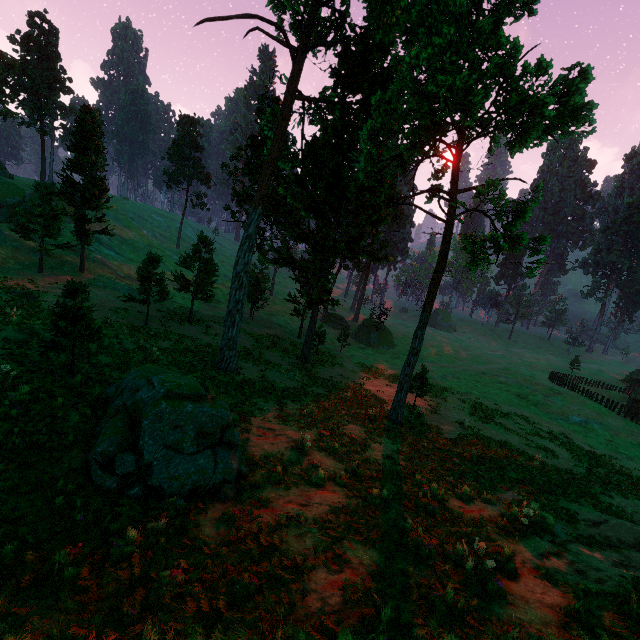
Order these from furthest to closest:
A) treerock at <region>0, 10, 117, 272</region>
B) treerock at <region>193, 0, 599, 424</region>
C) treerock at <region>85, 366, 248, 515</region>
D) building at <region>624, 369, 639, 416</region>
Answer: building at <region>624, 369, 639, 416</region> < treerock at <region>0, 10, 117, 272</region> < treerock at <region>193, 0, 599, 424</region> < treerock at <region>85, 366, 248, 515</region>

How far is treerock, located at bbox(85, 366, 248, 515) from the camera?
7.6 meters

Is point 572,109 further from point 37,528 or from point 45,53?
point 45,53

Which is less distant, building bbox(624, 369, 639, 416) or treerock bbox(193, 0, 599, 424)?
treerock bbox(193, 0, 599, 424)

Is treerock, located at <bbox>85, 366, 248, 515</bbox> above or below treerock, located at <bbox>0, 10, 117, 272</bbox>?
below

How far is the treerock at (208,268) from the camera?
26.5m

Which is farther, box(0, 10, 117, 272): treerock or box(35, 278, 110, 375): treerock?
box(0, 10, 117, 272): treerock
